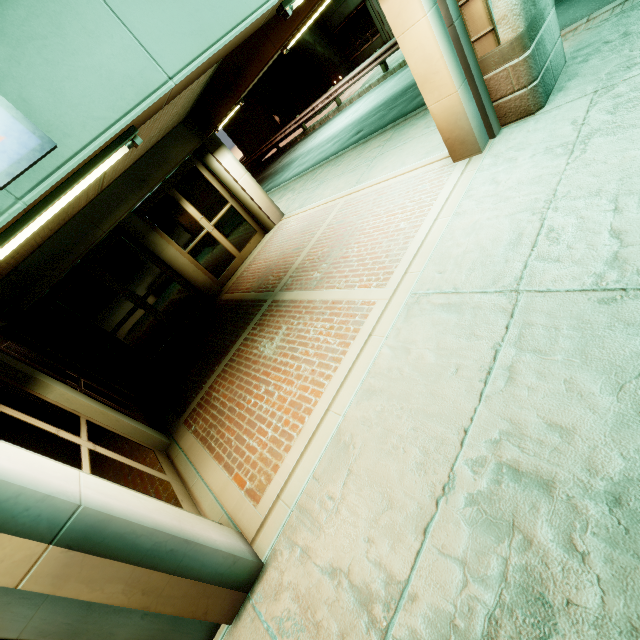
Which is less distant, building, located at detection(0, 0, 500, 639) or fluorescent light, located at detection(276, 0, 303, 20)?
building, located at detection(0, 0, 500, 639)

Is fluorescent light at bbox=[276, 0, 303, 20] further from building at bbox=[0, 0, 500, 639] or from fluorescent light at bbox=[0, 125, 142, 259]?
fluorescent light at bbox=[0, 125, 142, 259]

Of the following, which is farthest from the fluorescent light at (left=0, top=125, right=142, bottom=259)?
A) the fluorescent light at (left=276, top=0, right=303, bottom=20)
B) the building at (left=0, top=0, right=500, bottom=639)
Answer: the fluorescent light at (left=276, top=0, right=303, bottom=20)

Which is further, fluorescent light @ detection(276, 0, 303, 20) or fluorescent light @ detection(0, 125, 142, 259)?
fluorescent light @ detection(276, 0, 303, 20)

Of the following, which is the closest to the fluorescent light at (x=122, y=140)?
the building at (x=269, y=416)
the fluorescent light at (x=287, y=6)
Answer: the building at (x=269, y=416)

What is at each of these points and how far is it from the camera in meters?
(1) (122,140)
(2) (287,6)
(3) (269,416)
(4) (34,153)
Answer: (1) fluorescent light, 2.2 m
(2) fluorescent light, 2.9 m
(3) building, 4.2 m
(4) sign, 1.8 m

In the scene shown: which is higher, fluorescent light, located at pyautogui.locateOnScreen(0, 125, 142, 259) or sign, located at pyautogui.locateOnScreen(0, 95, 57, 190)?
sign, located at pyautogui.locateOnScreen(0, 95, 57, 190)

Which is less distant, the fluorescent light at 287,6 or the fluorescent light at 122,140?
the fluorescent light at 122,140
